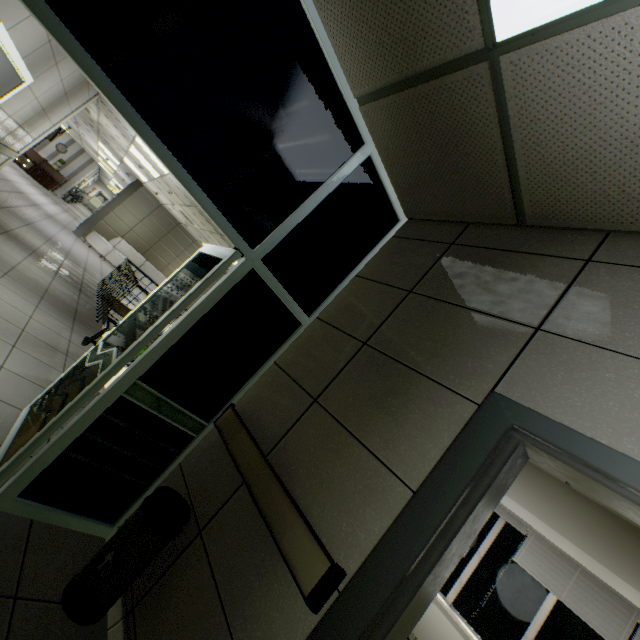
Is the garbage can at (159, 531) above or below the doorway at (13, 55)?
below

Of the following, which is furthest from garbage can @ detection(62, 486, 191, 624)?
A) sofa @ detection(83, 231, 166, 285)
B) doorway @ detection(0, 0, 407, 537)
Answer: sofa @ detection(83, 231, 166, 285)

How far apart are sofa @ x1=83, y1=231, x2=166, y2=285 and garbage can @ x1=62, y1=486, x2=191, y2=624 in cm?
1343

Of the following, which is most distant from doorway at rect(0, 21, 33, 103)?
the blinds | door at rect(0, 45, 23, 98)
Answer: the blinds

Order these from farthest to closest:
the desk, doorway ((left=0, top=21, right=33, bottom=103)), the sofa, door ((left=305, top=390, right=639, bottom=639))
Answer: the desk
the sofa
doorway ((left=0, top=21, right=33, bottom=103))
door ((left=305, top=390, right=639, bottom=639))

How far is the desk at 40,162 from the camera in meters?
17.3 m

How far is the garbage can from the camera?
1.6 meters

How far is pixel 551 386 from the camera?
1.4 meters
